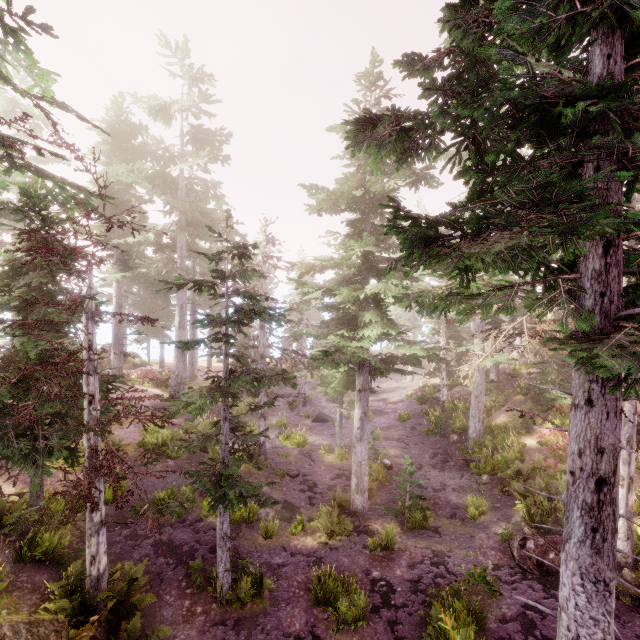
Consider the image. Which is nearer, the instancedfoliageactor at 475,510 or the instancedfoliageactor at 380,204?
the instancedfoliageactor at 380,204

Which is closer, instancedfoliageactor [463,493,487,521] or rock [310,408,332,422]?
instancedfoliageactor [463,493,487,521]

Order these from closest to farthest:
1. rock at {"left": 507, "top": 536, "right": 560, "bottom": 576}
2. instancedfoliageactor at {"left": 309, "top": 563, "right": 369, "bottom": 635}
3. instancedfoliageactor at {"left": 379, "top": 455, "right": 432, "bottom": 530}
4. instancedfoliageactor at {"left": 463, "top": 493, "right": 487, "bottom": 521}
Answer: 1. instancedfoliageactor at {"left": 309, "top": 563, "right": 369, "bottom": 635}
2. rock at {"left": 507, "top": 536, "right": 560, "bottom": 576}
3. instancedfoliageactor at {"left": 379, "top": 455, "right": 432, "bottom": 530}
4. instancedfoliageactor at {"left": 463, "top": 493, "right": 487, "bottom": 521}

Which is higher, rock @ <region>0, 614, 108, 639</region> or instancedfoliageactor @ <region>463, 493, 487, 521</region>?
rock @ <region>0, 614, 108, 639</region>

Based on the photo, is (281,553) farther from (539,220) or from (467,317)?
(539,220)

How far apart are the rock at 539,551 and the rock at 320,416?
15.53m

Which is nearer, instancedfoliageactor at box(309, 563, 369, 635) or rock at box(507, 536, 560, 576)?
instancedfoliageactor at box(309, 563, 369, 635)

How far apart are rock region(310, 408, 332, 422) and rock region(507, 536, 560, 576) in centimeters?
1553cm
